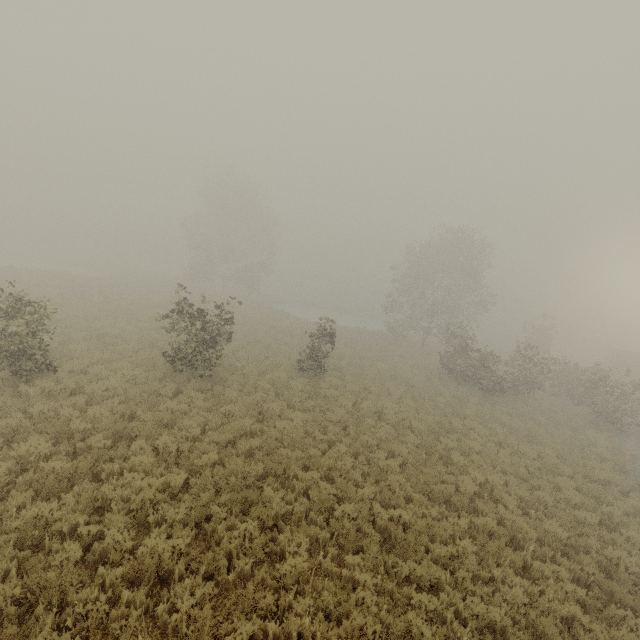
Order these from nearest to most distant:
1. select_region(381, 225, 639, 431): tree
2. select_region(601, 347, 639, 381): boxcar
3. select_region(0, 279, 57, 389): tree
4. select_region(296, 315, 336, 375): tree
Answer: select_region(0, 279, 57, 389): tree, select_region(296, 315, 336, 375): tree, select_region(381, 225, 639, 431): tree, select_region(601, 347, 639, 381): boxcar

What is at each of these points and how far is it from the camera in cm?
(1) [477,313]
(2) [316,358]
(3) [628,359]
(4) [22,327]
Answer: (1) tree, 3541
(2) tree, 1767
(3) boxcar, 3919
(4) tree, 1010

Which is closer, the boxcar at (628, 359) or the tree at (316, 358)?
the tree at (316, 358)

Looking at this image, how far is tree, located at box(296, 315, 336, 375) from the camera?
17.55m

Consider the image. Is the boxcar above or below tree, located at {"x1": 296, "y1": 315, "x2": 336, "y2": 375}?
above

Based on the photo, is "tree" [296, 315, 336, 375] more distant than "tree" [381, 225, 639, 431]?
No

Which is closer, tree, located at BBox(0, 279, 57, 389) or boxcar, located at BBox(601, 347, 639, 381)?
tree, located at BBox(0, 279, 57, 389)

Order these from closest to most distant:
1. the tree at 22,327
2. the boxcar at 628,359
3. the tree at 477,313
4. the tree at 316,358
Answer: the tree at 22,327, the tree at 316,358, the tree at 477,313, the boxcar at 628,359
